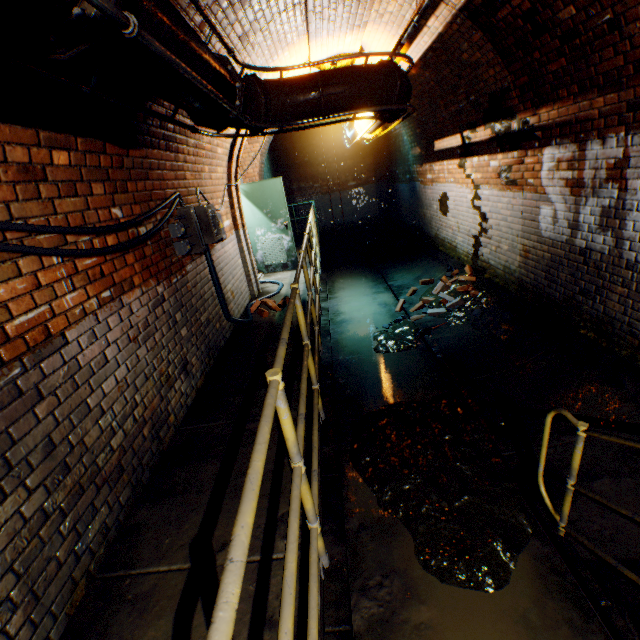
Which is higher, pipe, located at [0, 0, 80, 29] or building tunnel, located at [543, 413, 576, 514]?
pipe, located at [0, 0, 80, 29]

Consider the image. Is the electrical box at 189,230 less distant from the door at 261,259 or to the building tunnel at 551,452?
the building tunnel at 551,452

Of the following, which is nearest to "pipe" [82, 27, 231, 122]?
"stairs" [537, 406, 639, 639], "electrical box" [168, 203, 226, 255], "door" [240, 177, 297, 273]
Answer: "electrical box" [168, 203, 226, 255]

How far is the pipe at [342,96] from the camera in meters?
3.4

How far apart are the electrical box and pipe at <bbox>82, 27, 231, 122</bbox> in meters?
1.0 m

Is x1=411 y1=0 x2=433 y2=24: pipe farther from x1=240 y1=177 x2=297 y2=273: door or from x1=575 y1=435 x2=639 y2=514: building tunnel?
x1=240 y1=177 x2=297 y2=273: door

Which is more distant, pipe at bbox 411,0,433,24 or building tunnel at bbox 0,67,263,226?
pipe at bbox 411,0,433,24

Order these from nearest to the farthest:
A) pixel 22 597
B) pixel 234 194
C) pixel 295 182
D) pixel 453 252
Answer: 1. pixel 22 597
2. pixel 234 194
3. pixel 453 252
4. pixel 295 182
